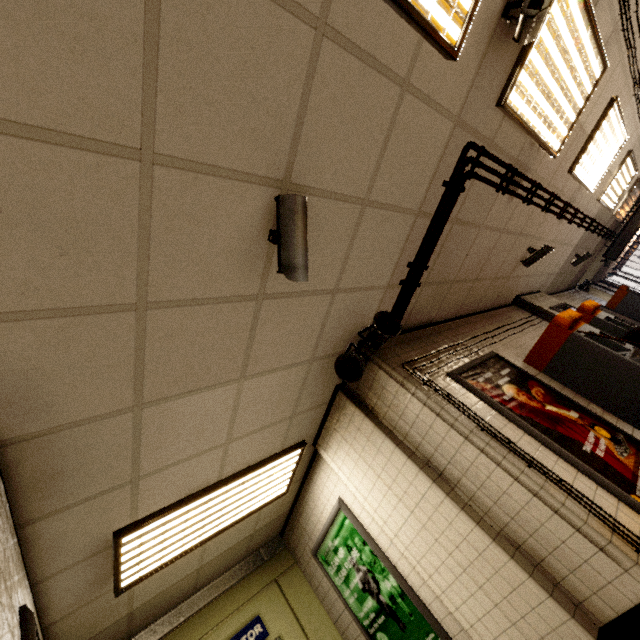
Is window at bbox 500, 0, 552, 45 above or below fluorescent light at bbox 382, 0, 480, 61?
below

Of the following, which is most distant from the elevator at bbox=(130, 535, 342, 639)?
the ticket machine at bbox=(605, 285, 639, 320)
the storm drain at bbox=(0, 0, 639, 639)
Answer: the ticket machine at bbox=(605, 285, 639, 320)

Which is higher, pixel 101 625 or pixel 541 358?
pixel 101 625

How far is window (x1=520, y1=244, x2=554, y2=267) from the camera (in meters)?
5.35

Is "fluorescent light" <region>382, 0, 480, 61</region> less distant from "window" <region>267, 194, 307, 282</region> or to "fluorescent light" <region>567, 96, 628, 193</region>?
"window" <region>267, 194, 307, 282</region>

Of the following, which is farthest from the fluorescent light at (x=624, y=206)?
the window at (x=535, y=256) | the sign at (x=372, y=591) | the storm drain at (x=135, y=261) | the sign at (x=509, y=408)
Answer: the sign at (x=372, y=591)

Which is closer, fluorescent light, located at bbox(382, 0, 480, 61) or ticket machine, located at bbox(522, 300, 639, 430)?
fluorescent light, located at bbox(382, 0, 480, 61)

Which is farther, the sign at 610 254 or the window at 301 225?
the sign at 610 254
